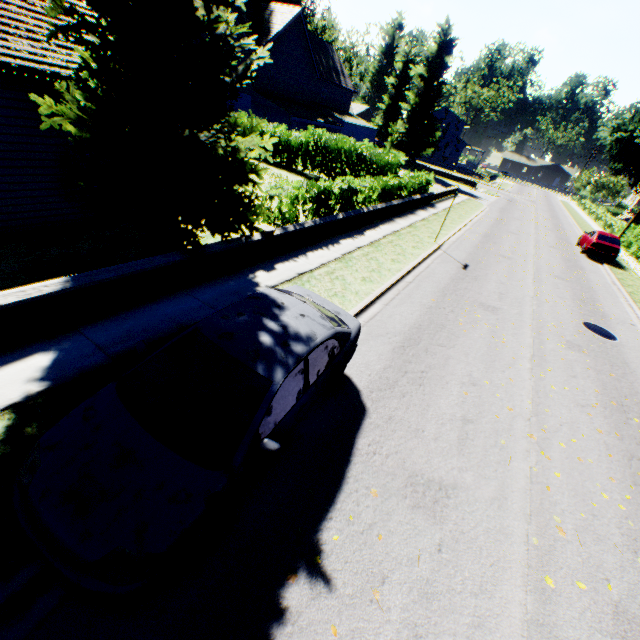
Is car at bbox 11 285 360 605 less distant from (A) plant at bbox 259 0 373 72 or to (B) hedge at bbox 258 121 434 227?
(B) hedge at bbox 258 121 434 227

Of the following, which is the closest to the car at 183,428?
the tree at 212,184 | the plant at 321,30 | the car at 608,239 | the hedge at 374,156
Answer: the tree at 212,184

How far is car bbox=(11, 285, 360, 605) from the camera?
2.7m

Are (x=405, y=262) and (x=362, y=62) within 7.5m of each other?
no

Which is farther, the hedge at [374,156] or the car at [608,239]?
the car at [608,239]

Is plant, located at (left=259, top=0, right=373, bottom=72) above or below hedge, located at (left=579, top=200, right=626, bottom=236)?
above
